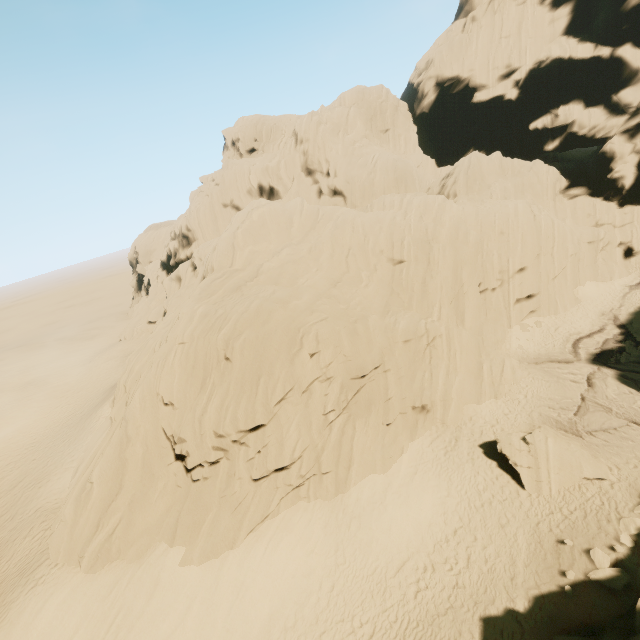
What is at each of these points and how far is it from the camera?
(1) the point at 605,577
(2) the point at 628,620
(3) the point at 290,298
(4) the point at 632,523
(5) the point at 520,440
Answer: (1) rock, 11.9 meters
(2) rock, 9.4 meters
(3) rock, 18.5 meters
(4) rock, 13.3 meters
(5) rock, 17.4 meters

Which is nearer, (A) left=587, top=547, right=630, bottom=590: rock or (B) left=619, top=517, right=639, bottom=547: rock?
(A) left=587, top=547, right=630, bottom=590: rock

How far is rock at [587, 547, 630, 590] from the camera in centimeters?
1155cm

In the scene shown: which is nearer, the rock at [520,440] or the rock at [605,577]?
the rock at [605,577]

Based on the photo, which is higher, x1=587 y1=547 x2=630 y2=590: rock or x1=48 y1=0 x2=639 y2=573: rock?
x1=48 y1=0 x2=639 y2=573: rock

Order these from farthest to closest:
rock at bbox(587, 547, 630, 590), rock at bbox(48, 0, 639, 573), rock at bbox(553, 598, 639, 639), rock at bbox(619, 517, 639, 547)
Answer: rock at bbox(48, 0, 639, 573), rock at bbox(619, 517, 639, 547), rock at bbox(587, 547, 630, 590), rock at bbox(553, 598, 639, 639)
